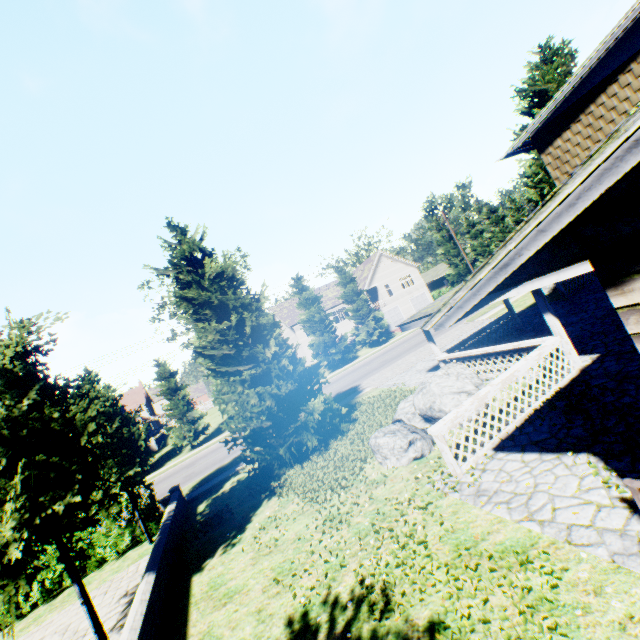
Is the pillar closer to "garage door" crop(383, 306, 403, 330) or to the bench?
the bench

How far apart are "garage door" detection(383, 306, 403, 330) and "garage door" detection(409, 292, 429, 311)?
2.16m

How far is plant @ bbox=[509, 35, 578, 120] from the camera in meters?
19.5 m

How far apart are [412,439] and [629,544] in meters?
4.9

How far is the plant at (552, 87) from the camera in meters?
19.5

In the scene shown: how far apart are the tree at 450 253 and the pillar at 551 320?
37.58m

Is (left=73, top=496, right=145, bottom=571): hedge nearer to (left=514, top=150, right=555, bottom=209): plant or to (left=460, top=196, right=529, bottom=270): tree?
(left=514, top=150, right=555, bottom=209): plant
